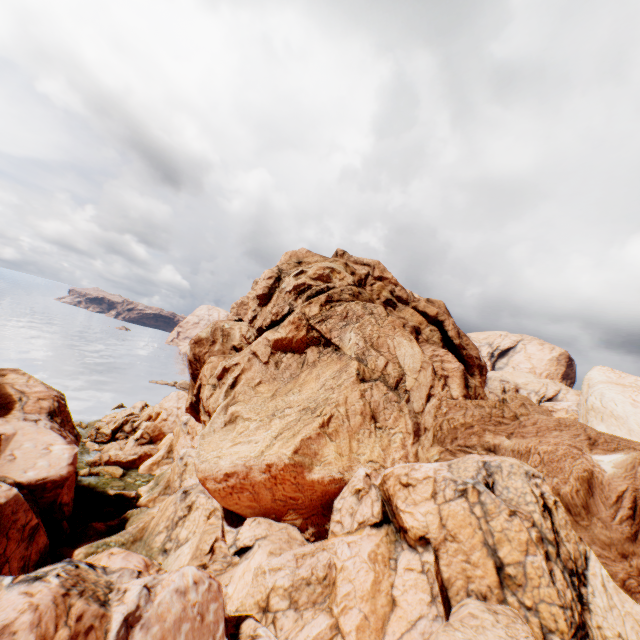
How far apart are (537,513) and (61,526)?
37.78m
